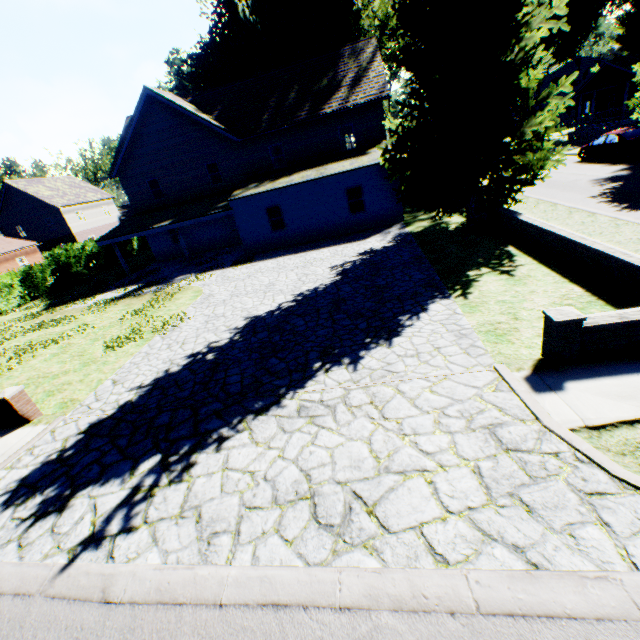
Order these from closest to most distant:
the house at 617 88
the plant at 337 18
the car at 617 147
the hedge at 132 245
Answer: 1. the plant at 337 18
2. the car at 617 147
3. the house at 617 88
4. the hedge at 132 245

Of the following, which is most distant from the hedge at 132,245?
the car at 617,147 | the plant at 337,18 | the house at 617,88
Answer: the house at 617,88

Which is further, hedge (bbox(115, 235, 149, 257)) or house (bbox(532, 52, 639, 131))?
hedge (bbox(115, 235, 149, 257))

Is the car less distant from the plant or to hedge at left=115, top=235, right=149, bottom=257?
the plant

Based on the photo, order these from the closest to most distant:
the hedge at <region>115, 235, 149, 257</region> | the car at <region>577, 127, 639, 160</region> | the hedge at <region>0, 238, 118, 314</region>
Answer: the car at <region>577, 127, 639, 160</region>
the hedge at <region>0, 238, 118, 314</region>
the hedge at <region>115, 235, 149, 257</region>

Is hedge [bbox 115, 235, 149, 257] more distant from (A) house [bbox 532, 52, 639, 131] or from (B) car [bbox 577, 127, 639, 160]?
(A) house [bbox 532, 52, 639, 131]

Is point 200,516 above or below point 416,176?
below

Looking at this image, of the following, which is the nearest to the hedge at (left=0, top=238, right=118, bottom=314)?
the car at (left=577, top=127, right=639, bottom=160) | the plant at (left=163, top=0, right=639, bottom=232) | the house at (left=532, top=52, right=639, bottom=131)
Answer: the plant at (left=163, top=0, right=639, bottom=232)
